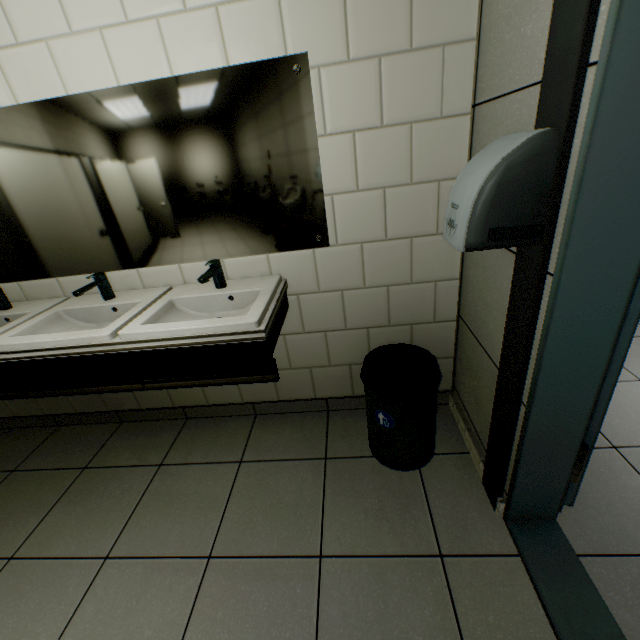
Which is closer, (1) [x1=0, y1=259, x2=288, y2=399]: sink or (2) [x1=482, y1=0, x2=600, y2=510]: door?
(2) [x1=482, y1=0, x2=600, y2=510]: door

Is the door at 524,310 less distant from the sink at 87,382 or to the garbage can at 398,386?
the garbage can at 398,386

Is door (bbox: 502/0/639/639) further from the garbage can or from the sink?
the sink

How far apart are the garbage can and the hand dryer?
0.7m

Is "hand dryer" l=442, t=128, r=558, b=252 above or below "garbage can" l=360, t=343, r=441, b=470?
above

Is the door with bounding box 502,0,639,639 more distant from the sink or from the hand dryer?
the sink

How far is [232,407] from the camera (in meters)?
2.19

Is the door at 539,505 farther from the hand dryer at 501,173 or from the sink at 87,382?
the sink at 87,382
